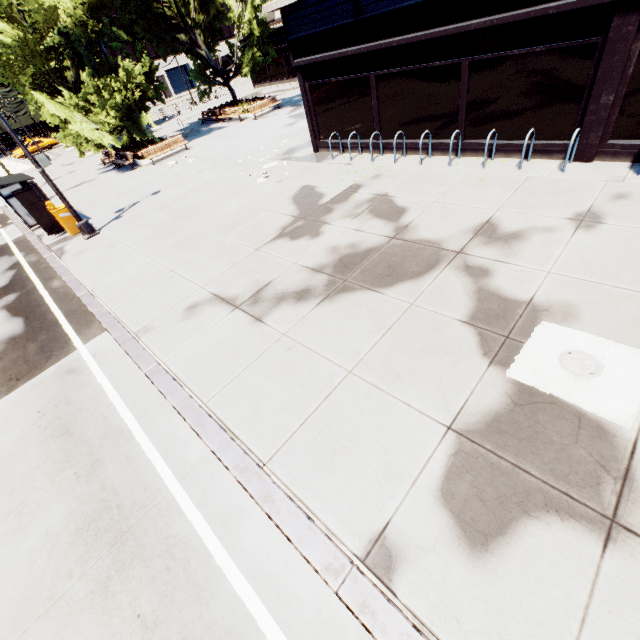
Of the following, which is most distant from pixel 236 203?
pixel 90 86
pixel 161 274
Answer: pixel 90 86

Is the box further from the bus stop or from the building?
the building

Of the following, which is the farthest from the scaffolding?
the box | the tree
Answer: the box

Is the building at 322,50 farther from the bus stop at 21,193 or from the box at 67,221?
the bus stop at 21,193

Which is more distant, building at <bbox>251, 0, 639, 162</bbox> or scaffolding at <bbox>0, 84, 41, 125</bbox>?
scaffolding at <bbox>0, 84, 41, 125</bbox>

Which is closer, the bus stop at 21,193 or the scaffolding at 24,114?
the bus stop at 21,193

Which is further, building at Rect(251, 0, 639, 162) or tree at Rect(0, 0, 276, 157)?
tree at Rect(0, 0, 276, 157)

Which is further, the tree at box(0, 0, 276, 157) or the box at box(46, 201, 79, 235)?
the tree at box(0, 0, 276, 157)
